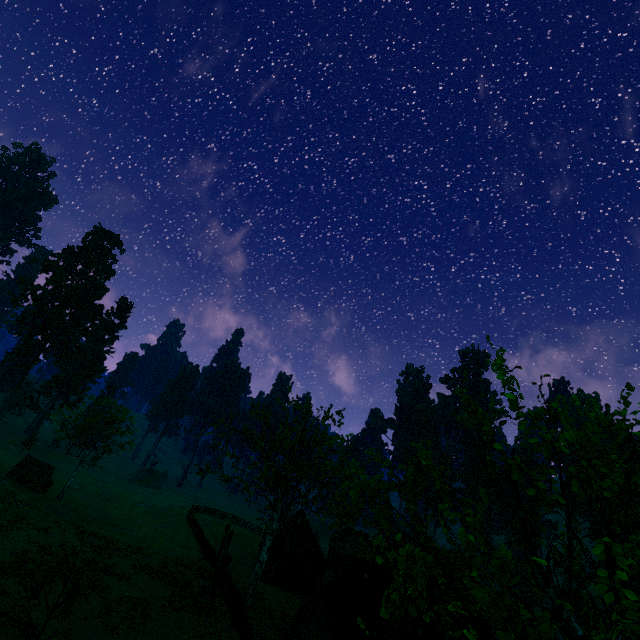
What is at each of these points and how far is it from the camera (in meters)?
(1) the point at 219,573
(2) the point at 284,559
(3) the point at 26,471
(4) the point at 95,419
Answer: (1) treerock, 22.50
(2) building, 40.44
(3) treerock, 30.17
(4) treerock, 32.34

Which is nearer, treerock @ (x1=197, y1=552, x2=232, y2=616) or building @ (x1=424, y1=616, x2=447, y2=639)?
building @ (x1=424, y1=616, x2=447, y2=639)

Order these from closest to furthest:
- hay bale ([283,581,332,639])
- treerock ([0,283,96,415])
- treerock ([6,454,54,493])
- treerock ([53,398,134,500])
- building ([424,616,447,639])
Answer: building ([424,616,447,639]) → hay bale ([283,581,332,639]) → treerock ([6,454,54,493]) → treerock ([53,398,134,500]) → treerock ([0,283,96,415])

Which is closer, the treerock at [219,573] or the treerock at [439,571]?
the treerock at [439,571]

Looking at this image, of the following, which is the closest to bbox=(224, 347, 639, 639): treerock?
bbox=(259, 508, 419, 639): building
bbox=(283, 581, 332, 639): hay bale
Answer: bbox=(259, 508, 419, 639): building

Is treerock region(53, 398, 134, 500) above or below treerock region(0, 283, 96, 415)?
below

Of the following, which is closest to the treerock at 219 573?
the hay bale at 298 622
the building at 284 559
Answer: the building at 284 559
